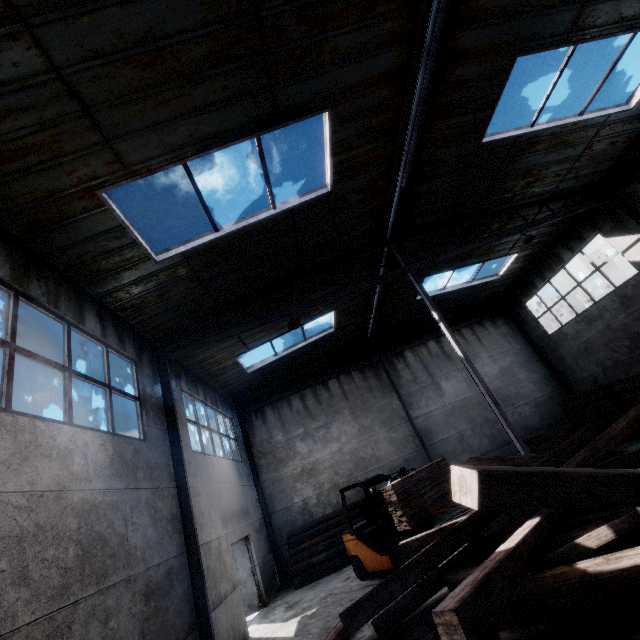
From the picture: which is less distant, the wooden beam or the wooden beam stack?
the wooden beam

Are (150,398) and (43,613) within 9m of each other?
yes

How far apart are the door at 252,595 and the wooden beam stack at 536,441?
11.8 meters

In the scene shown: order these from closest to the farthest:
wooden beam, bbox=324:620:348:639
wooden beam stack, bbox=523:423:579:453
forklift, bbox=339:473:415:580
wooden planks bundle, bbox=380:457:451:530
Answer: wooden beam, bbox=324:620:348:639, wooden planks bundle, bbox=380:457:451:530, forklift, bbox=339:473:415:580, wooden beam stack, bbox=523:423:579:453

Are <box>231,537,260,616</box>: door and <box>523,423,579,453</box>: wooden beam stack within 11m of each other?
no

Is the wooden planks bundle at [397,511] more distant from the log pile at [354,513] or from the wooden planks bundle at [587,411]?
the wooden planks bundle at [587,411]

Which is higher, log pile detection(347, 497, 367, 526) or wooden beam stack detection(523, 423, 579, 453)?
log pile detection(347, 497, 367, 526)

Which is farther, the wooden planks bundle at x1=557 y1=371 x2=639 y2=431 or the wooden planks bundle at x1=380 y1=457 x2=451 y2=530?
the wooden planks bundle at x1=557 y1=371 x2=639 y2=431
